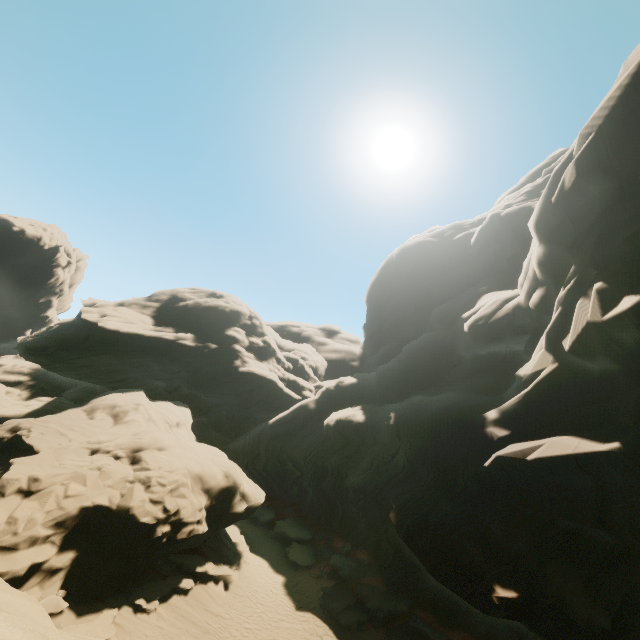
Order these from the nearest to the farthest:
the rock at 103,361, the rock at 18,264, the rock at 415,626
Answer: the rock at 103,361 → the rock at 415,626 → the rock at 18,264

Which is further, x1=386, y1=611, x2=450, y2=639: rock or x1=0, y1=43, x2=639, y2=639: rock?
x1=386, y1=611, x2=450, y2=639: rock

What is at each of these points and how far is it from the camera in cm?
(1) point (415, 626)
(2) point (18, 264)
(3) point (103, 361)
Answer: (1) rock, 1945
(2) rock, 5444
(3) rock, 3600

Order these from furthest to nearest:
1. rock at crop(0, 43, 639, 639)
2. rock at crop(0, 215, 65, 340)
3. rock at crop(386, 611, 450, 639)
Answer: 1. rock at crop(0, 215, 65, 340)
2. rock at crop(386, 611, 450, 639)
3. rock at crop(0, 43, 639, 639)

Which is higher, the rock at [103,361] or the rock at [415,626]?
the rock at [103,361]

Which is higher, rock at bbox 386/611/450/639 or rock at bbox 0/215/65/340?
rock at bbox 0/215/65/340
